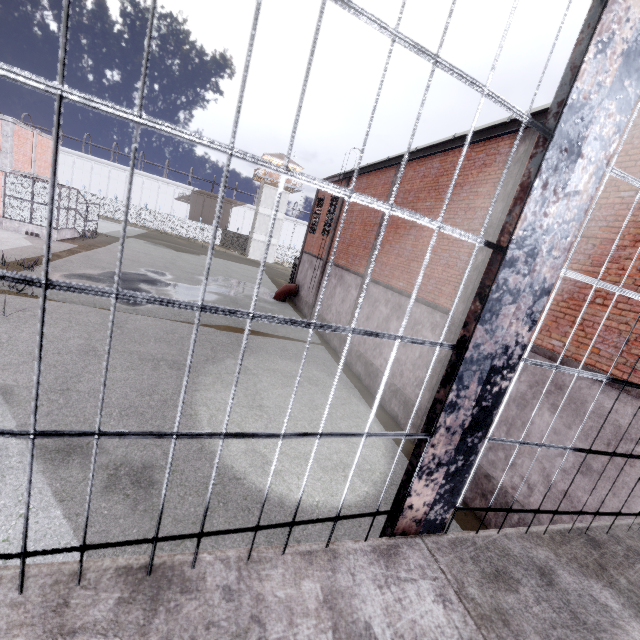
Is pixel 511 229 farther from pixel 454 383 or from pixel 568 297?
pixel 568 297

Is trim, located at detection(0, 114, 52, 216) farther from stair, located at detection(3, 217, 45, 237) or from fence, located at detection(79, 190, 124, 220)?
fence, located at detection(79, 190, 124, 220)

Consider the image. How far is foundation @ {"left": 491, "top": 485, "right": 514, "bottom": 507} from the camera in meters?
6.7 m

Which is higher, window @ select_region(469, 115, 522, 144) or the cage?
window @ select_region(469, 115, 522, 144)

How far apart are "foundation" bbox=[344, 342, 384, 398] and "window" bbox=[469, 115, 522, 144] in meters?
7.7 m

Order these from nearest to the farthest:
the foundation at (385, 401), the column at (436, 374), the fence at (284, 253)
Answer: the column at (436, 374), the foundation at (385, 401), the fence at (284, 253)

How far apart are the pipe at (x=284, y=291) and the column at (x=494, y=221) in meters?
15.7 m
